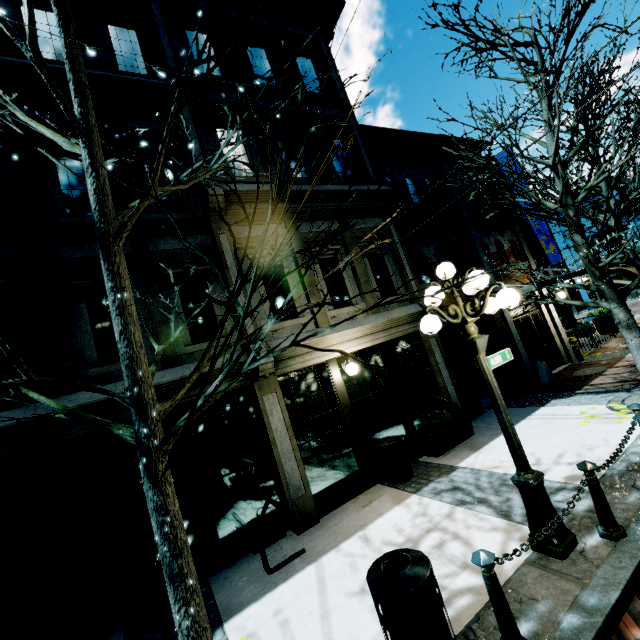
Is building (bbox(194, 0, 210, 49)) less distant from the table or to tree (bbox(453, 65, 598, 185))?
tree (bbox(453, 65, 598, 185))

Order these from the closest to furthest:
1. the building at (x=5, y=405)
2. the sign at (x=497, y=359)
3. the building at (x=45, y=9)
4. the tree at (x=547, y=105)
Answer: the sign at (x=497, y=359) < the building at (x=5, y=405) < the tree at (x=547, y=105) < the building at (x=45, y=9)

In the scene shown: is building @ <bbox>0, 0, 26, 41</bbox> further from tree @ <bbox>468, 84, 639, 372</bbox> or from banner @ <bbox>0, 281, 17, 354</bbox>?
tree @ <bbox>468, 84, 639, 372</bbox>

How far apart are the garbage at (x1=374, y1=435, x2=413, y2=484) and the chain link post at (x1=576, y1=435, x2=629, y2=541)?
3.4 meters

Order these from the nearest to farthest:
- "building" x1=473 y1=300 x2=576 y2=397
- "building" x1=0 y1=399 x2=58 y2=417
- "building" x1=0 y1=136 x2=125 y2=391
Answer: "building" x1=0 y1=399 x2=58 y2=417 → "building" x1=0 y1=136 x2=125 y2=391 → "building" x1=473 y1=300 x2=576 y2=397

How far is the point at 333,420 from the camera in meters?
7.2 m

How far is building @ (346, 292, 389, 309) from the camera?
8.4 meters

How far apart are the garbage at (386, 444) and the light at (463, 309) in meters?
2.9
